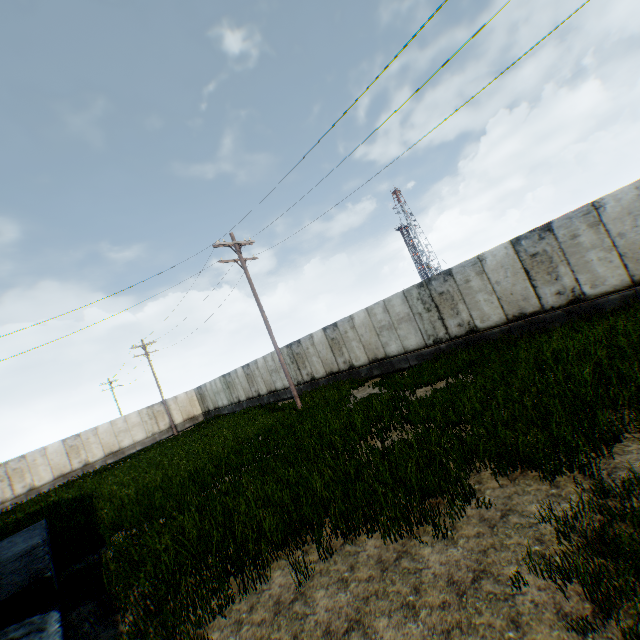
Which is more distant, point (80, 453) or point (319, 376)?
point (80, 453)
